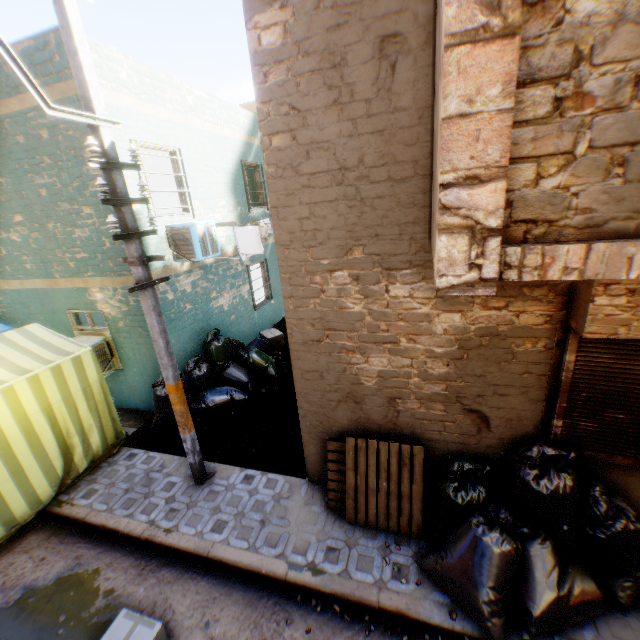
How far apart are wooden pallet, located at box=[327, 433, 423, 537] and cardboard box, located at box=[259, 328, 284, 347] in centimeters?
564cm

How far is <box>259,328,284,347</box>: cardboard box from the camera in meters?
10.0 m

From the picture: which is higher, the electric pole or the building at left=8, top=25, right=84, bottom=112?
the building at left=8, top=25, right=84, bottom=112

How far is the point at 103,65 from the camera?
5.56m

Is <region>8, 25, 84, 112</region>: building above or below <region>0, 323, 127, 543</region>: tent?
above

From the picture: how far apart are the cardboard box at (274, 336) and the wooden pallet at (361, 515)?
5.64m

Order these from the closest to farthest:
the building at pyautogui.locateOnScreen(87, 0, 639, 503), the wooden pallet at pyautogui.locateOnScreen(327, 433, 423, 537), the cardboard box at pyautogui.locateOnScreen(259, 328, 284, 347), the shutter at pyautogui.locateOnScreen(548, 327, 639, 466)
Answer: the building at pyautogui.locateOnScreen(87, 0, 639, 503)
the shutter at pyautogui.locateOnScreen(548, 327, 639, 466)
the wooden pallet at pyautogui.locateOnScreen(327, 433, 423, 537)
the cardboard box at pyautogui.locateOnScreen(259, 328, 284, 347)

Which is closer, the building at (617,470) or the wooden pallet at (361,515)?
the building at (617,470)
